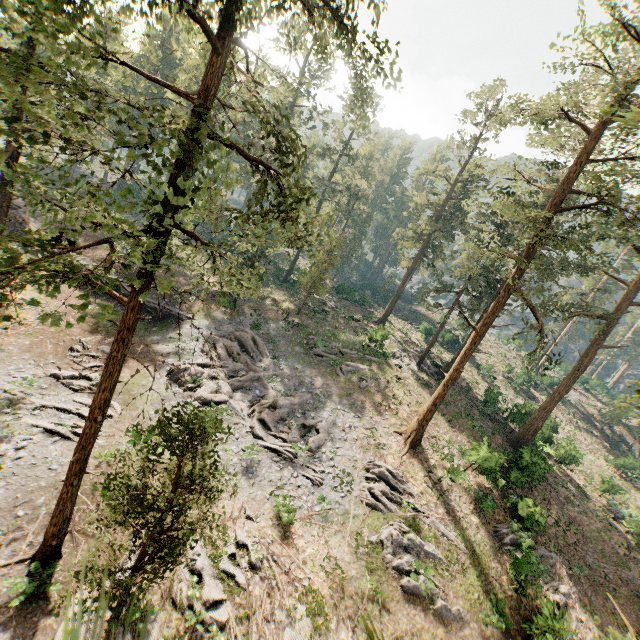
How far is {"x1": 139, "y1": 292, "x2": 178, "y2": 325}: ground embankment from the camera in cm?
3044

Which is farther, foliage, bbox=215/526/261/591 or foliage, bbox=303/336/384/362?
foliage, bbox=303/336/384/362

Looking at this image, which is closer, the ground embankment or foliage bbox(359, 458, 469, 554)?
foliage bbox(359, 458, 469, 554)

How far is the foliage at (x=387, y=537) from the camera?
16.61m

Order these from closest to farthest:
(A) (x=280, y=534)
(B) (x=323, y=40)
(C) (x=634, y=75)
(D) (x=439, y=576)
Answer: (B) (x=323, y=40), (C) (x=634, y=75), (A) (x=280, y=534), (D) (x=439, y=576)

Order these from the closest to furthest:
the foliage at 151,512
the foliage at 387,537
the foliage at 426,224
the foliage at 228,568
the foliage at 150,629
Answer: the foliage at 150,629 < the foliage at 151,512 < the foliage at 228,568 < the foliage at 387,537 < the foliage at 426,224

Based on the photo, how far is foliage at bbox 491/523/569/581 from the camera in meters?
18.5 m
